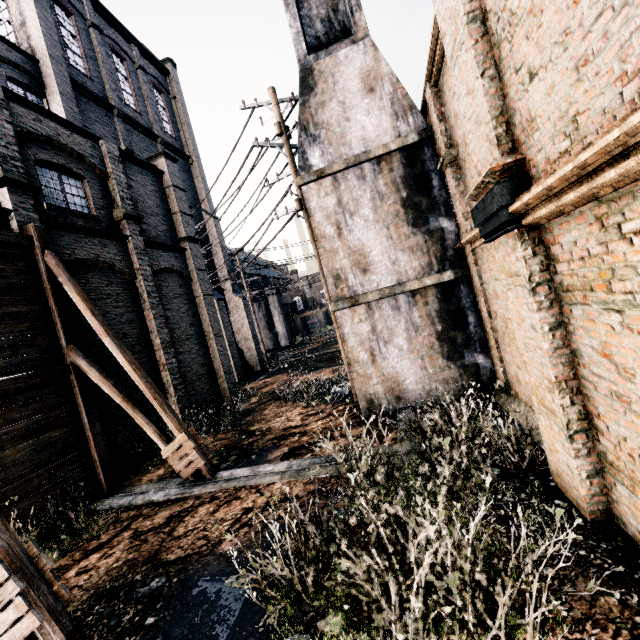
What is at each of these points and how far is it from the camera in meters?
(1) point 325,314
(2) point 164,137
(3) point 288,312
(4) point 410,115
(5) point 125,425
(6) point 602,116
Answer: (1) building, 59.8
(2) building, 29.5
(3) building, 59.8
(4) chimney, 10.2
(5) building, 12.2
(6) building, 2.8

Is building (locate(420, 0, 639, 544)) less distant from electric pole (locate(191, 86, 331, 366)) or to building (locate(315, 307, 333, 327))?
electric pole (locate(191, 86, 331, 366))

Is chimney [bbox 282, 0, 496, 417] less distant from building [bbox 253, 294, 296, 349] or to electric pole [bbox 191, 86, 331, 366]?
electric pole [bbox 191, 86, 331, 366]

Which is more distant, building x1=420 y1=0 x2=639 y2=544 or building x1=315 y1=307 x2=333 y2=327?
building x1=315 y1=307 x2=333 y2=327

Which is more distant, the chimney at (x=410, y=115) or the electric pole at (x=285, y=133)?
the electric pole at (x=285, y=133)

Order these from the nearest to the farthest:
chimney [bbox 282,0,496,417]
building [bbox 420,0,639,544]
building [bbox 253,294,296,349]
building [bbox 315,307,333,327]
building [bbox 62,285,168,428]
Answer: building [bbox 420,0,639,544] < chimney [bbox 282,0,496,417] < building [bbox 62,285,168,428] < building [bbox 253,294,296,349] < building [bbox 315,307,333,327]

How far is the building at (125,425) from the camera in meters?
11.4

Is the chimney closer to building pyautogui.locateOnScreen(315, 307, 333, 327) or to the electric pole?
the electric pole
